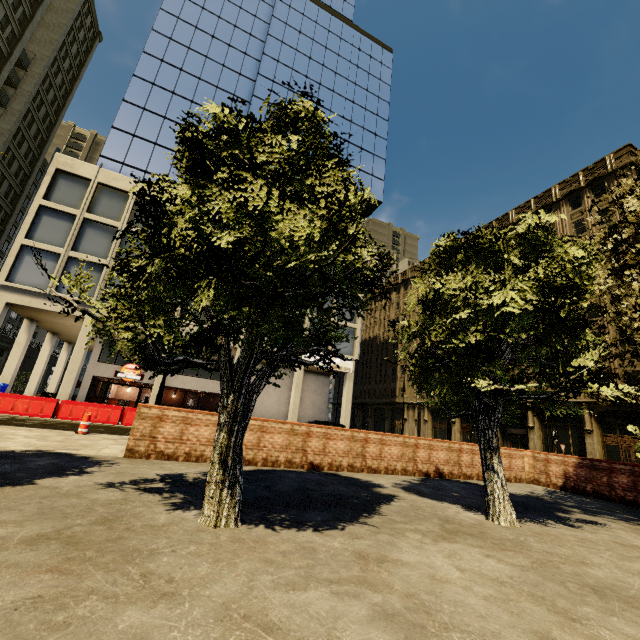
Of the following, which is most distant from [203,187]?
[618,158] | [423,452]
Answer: [618,158]

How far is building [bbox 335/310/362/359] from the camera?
28.4m

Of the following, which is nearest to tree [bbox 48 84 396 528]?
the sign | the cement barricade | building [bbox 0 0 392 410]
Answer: building [bbox 0 0 392 410]

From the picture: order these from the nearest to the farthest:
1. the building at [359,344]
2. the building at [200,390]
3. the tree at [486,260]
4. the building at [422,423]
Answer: the tree at [486,260], the building at [200,390], the building at [359,344], the building at [422,423]

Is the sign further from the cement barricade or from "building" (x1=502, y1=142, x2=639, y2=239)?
the cement barricade

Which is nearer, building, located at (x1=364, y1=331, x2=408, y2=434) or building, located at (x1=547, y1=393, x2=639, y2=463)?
building, located at (x1=547, y1=393, x2=639, y2=463)

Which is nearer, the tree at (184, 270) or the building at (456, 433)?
the tree at (184, 270)
